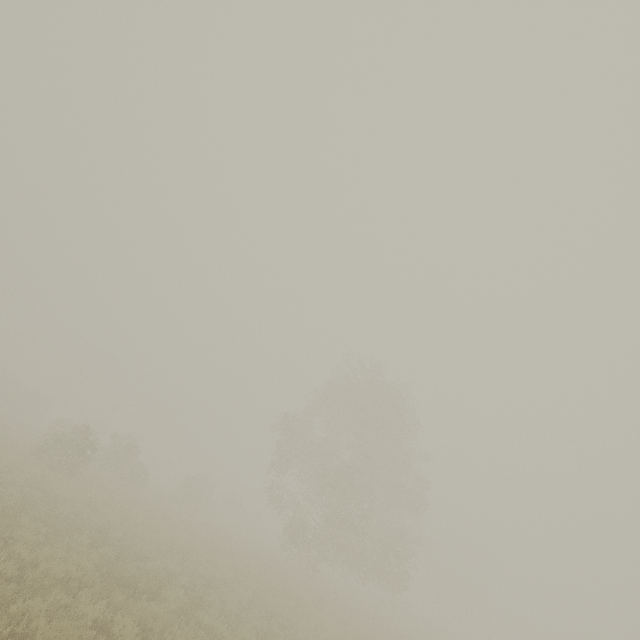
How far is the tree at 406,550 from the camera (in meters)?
23.31

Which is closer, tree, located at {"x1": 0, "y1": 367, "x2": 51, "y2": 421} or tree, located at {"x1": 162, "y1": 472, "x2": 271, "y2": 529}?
tree, located at {"x1": 162, "y1": 472, "x2": 271, "y2": 529}

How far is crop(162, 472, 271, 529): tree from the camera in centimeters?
2991cm

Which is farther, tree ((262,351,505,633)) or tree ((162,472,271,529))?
tree ((162,472,271,529))

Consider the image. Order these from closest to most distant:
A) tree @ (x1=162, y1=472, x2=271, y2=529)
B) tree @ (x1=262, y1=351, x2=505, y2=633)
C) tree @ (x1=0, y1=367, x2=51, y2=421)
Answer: tree @ (x1=262, y1=351, x2=505, y2=633), tree @ (x1=162, y1=472, x2=271, y2=529), tree @ (x1=0, y1=367, x2=51, y2=421)

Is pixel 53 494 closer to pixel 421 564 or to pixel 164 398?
pixel 164 398
